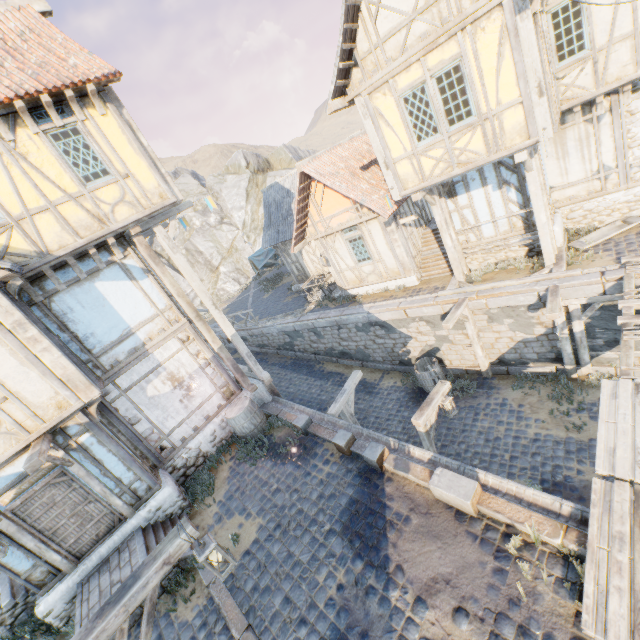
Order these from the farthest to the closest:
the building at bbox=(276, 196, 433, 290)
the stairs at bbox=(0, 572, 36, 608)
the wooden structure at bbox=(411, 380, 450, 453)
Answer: the building at bbox=(276, 196, 433, 290) < the wooden structure at bbox=(411, 380, 450, 453) < the stairs at bbox=(0, 572, 36, 608)

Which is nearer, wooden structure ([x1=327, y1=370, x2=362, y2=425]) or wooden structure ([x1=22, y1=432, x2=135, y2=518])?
wooden structure ([x1=22, y1=432, x2=135, y2=518])

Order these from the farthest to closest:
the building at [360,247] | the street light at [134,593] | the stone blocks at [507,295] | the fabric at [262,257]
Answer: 1. the fabric at [262,257]
2. the building at [360,247]
3. the stone blocks at [507,295]
4. the street light at [134,593]

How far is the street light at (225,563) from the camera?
4.26m

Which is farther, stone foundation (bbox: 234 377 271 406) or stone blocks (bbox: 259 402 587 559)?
stone foundation (bbox: 234 377 271 406)

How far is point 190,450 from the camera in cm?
964

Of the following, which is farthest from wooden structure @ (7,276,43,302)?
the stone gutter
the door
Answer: the stone gutter

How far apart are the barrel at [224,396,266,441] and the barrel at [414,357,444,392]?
5.9 meters
